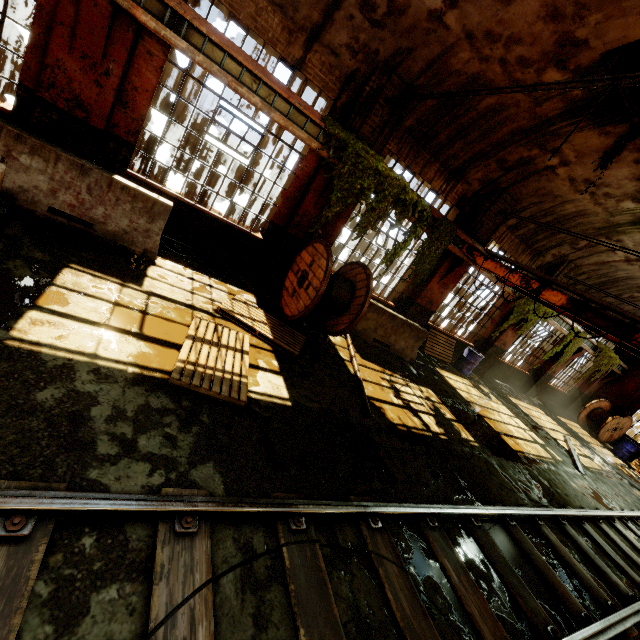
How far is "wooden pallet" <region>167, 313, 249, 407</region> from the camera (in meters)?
3.77

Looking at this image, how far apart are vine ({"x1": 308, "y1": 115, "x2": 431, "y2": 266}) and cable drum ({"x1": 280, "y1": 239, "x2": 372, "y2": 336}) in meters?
0.4

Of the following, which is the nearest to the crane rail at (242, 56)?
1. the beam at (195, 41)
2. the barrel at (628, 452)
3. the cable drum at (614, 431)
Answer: the beam at (195, 41)

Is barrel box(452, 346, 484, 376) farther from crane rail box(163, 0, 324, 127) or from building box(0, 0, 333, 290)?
crane rail box(163, 0, 324, 127)

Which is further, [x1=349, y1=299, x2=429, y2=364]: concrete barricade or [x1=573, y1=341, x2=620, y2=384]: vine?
[x1=573, y1=341, x2=620, y2=384]: vine

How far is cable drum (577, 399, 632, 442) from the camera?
16.3 meters

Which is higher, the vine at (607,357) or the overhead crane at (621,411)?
the vine at (607,357)

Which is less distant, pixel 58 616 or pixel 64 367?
pixel 58 616
